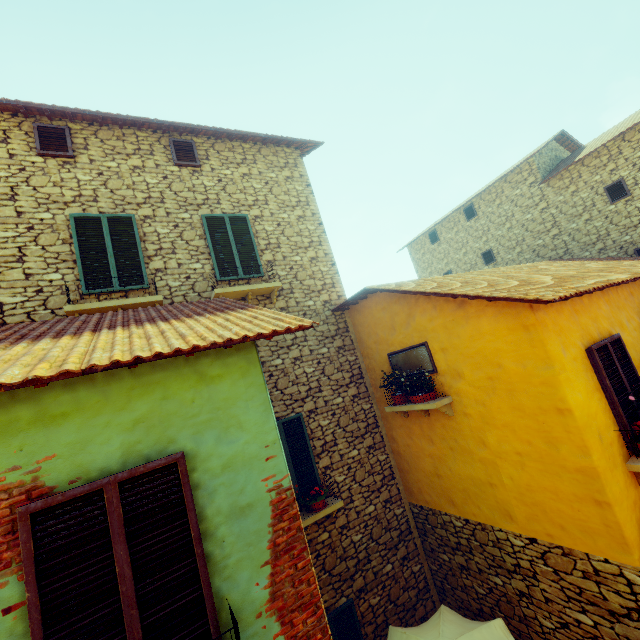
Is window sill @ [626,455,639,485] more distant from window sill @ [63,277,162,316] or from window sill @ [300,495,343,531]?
window sill @ [63,277,162,316]

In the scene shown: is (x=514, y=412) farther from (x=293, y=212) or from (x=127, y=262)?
(x=127, y=262)

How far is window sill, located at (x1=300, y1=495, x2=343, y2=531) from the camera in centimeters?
617cm

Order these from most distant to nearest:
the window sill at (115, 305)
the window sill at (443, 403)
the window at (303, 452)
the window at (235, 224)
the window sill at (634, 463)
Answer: the window at (235, 224) < the window at (303, 452) < the window sill at (443, 403) < the window sill at (115, 305) < the window sill at (634, 463)

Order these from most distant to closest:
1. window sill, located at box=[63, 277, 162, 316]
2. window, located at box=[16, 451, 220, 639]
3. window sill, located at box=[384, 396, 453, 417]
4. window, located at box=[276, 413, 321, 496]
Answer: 1. window, located at box=[276, 413, 321, 496]
2. window sill, located at box=[384, 396, 453, 417]
3. window sill, located at box=[63, 277, 162, 316]
4. window, located at box=[16, 451, 220, 639]

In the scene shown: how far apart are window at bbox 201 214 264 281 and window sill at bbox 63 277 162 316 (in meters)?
1.25

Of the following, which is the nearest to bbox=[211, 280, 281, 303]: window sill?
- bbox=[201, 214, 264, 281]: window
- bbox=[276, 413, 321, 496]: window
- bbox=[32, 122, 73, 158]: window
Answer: bbox=[201, 214, 264, 281]: window

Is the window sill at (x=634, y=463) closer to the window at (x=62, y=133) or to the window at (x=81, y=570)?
the window at (x=81, y=570)
